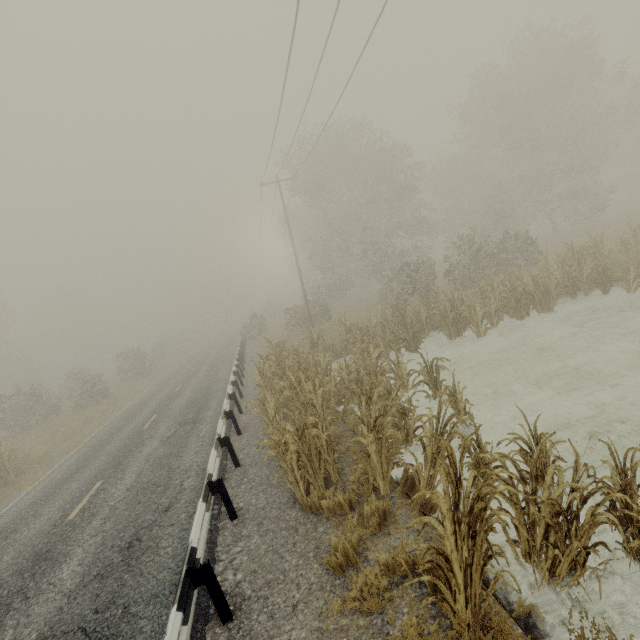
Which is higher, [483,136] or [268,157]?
[483,136]
